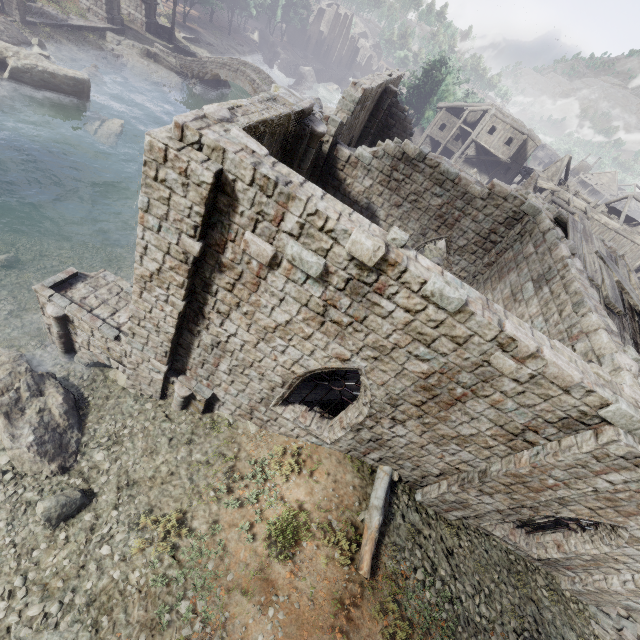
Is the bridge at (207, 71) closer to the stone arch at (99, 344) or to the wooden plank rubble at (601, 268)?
the wooden plank rubble at (601, 268)

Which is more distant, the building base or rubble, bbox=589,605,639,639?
the building base

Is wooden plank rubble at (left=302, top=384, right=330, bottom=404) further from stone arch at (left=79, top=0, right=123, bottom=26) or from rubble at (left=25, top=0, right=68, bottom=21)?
rubble at (left=25, top=0, right=68, bottom=21)

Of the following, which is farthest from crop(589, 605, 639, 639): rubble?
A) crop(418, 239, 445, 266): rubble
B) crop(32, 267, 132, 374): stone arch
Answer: crop(32, 267, 132, 374): stone arch

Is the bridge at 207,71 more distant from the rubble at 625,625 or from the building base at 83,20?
the rubble at 625,625

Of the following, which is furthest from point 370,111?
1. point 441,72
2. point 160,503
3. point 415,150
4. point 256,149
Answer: point 441,72

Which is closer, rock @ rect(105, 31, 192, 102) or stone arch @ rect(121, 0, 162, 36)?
rock @ rect(105, 31, 192, 102)

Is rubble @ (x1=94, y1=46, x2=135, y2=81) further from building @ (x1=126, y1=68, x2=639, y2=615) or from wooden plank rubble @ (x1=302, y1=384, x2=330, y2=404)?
wooden plank rubble @ (x1=302, y1=384, x2=330, y2=404)
